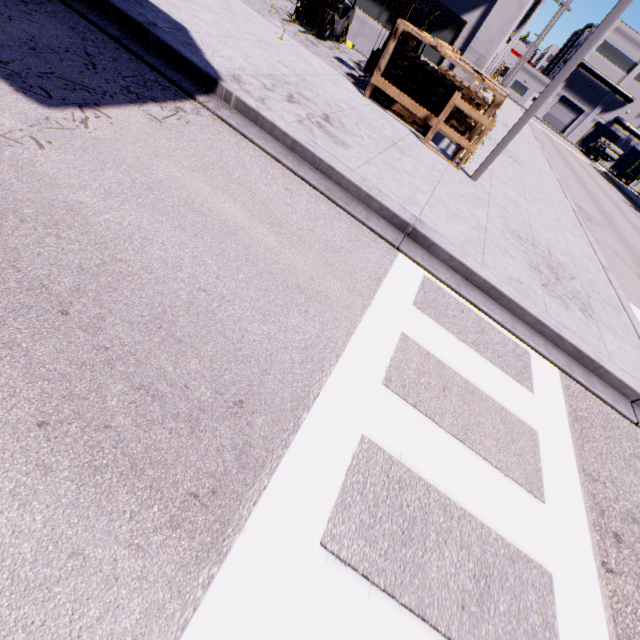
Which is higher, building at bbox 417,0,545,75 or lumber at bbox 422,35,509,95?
building at bbox 417,0,545,75

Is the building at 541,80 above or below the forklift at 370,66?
above

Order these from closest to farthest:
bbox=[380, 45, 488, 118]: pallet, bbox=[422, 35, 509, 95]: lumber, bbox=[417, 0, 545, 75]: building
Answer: bbox=[422, 35, 509, 95]: lumber → bbox=[380, 45, 488, 118]: pallet → bbox=[417, 0, 545, 75]: building

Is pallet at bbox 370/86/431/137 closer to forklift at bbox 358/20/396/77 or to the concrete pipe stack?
forklift at bbox 358/20/396/77

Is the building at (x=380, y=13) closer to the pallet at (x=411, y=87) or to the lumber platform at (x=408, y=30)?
the pallet at (x=411, y=87)

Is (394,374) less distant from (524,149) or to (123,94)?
(123,94)

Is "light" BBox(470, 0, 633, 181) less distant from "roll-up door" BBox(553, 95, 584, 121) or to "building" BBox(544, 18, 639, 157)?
"building" BBox(544, 18, 639, 157)

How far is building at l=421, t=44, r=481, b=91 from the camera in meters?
12.1
